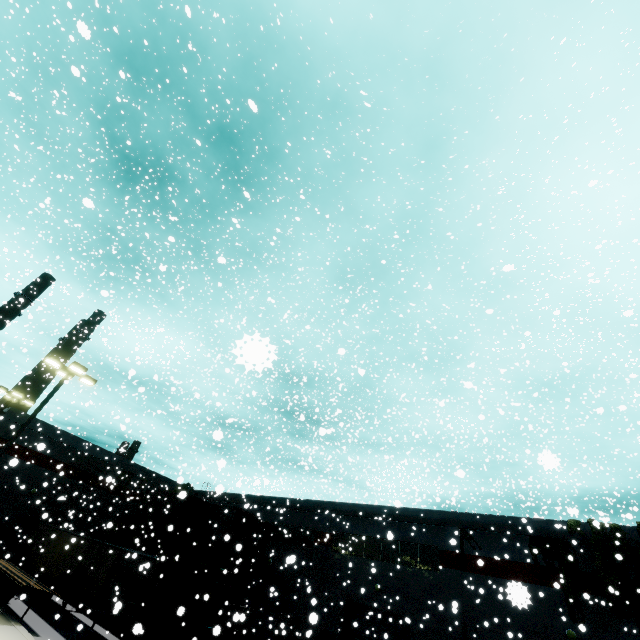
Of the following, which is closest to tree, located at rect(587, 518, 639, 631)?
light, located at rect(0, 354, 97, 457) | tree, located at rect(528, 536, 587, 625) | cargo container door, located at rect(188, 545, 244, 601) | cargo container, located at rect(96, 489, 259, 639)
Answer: tree, located at rect(528, 536, 587, 625)

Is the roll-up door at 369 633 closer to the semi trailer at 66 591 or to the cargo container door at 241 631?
the semi trailer at 66 591

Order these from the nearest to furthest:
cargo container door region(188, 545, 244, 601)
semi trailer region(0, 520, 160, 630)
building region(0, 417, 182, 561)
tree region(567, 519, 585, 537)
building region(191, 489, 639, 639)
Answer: semi trailer region(0, 520, 160, 630)
building region(191, 489, 639, 639)
tree region(567, 519, 585, 537)
cargo container door region(188, 545, 244, 601)
building region(0, 417, 182, 561)

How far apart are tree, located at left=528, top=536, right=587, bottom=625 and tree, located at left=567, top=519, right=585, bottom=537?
0.3m

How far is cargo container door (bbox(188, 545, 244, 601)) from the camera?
19.42m

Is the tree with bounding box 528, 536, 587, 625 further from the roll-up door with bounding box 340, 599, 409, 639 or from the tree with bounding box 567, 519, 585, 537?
the roll-up door with bounding box 340, 599, 409, 639

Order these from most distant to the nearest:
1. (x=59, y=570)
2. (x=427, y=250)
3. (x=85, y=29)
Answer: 1. (x=427, y=250)
2. (x=59, y=570)
3. (x=85, y=29)

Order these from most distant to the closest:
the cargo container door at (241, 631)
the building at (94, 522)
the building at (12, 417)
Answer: the building at (12, 417), the building at (94, 522), the cargo container door at (241, 631)
